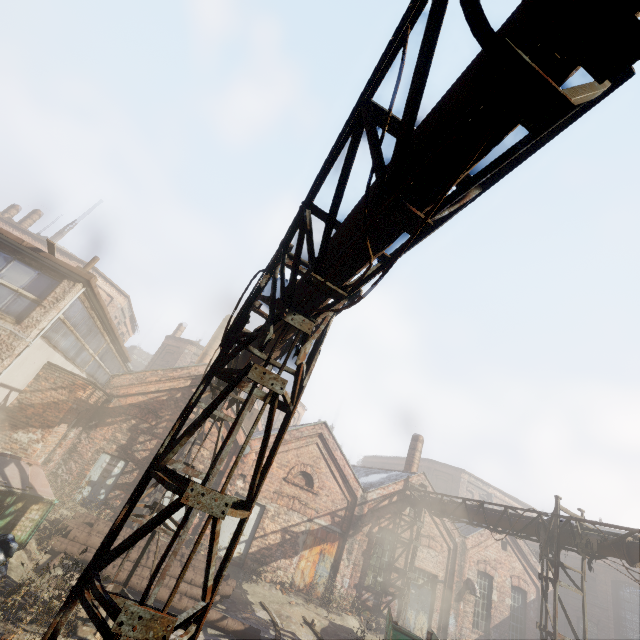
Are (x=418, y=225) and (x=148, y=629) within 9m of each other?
yes

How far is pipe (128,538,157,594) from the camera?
8.3 meters

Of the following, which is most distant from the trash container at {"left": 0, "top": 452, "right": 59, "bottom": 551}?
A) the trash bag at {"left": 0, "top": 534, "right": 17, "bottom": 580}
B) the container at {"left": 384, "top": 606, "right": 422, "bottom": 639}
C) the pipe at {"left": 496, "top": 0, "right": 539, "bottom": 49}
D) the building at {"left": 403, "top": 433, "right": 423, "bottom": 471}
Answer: the building at {"left": 403, "top": 433, "right": 423, "bottom": 471}

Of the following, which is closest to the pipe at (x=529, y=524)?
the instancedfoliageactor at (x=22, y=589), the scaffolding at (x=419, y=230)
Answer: the scaffolding at (x=419, y=230)

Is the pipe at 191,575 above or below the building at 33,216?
below

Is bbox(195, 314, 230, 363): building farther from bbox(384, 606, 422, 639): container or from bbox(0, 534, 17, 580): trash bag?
bbox(384, 606, 422, 639): container

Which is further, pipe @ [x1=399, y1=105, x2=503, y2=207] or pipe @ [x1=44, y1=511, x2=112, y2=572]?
pipe @ [x1=44, y1=511, x2=112, y2=572]
